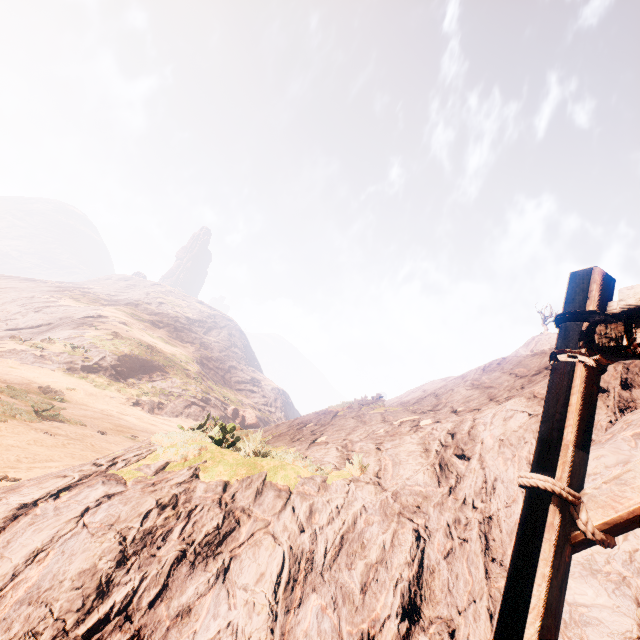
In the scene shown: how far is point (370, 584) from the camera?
3.7 meters

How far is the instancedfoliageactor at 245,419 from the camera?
40.8m

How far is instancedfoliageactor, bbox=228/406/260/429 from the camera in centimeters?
4075cm

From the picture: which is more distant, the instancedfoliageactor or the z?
A: the instancedfoliageactor

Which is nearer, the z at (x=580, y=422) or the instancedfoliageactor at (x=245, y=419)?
the z at (x=580, y=422)
